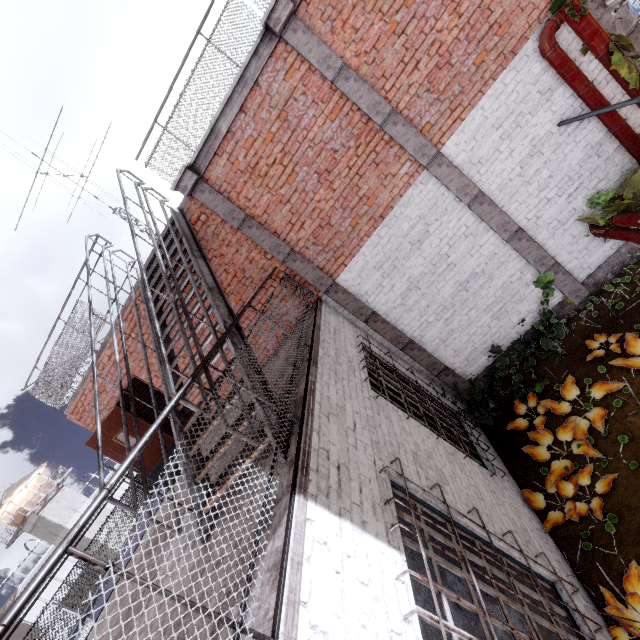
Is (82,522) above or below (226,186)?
below

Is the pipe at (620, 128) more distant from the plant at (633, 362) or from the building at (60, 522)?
the building at (60, 522)

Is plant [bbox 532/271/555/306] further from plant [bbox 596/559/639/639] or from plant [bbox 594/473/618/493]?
plant [bbox 596/559/639/639]

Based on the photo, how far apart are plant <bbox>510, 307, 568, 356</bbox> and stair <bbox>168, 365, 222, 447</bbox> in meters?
5.5 m

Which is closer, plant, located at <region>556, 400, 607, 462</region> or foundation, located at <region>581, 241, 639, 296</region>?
plant, located at <region>556, 400, 607, 462</region>

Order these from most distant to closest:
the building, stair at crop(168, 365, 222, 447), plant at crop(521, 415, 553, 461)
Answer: the building → plant at crop(521, 415, 553, 461) → stair at crop(168, 365, 222, 447)

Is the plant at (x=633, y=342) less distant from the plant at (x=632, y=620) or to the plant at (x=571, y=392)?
the plant at (x=571, y=392)

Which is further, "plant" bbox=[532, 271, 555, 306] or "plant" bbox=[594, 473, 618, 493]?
"plant" bbox=[532, 271, 555, 306]
